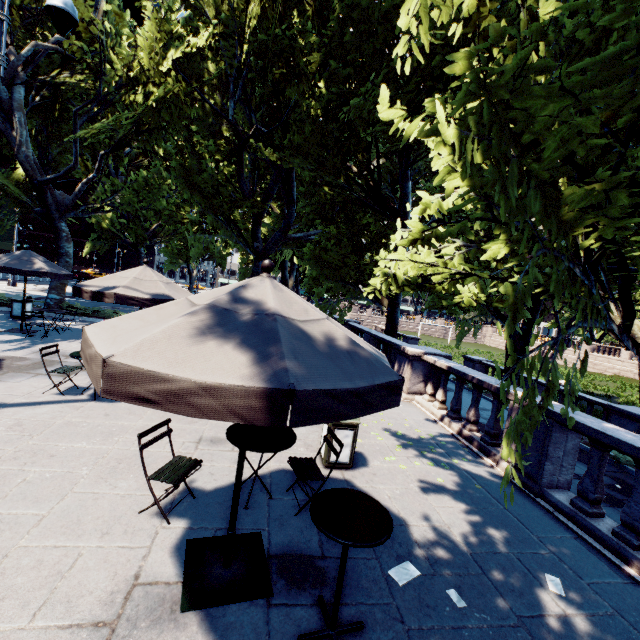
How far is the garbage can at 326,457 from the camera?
5.5m

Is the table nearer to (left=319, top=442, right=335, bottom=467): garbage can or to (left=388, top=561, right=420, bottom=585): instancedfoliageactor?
(left=388, top=561, right=420, bottom=585): instancedfoliageactor

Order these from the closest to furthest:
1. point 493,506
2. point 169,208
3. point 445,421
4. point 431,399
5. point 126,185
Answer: point 493,506 < point 445,421 < point 431,399 < point 126,185 < point 169,208

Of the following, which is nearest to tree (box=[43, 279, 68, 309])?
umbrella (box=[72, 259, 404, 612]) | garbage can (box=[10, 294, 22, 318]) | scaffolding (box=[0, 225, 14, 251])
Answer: umbrella (box=[72, 259, 404, 612])

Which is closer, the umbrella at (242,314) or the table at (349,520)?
the umbrella at (242,314)

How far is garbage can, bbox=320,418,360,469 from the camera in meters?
5.4 m

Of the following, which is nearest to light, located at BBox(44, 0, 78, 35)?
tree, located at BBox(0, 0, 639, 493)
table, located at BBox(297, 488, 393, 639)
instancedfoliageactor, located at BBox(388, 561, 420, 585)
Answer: tree, located at BBox(0, 0, 639, 493)
